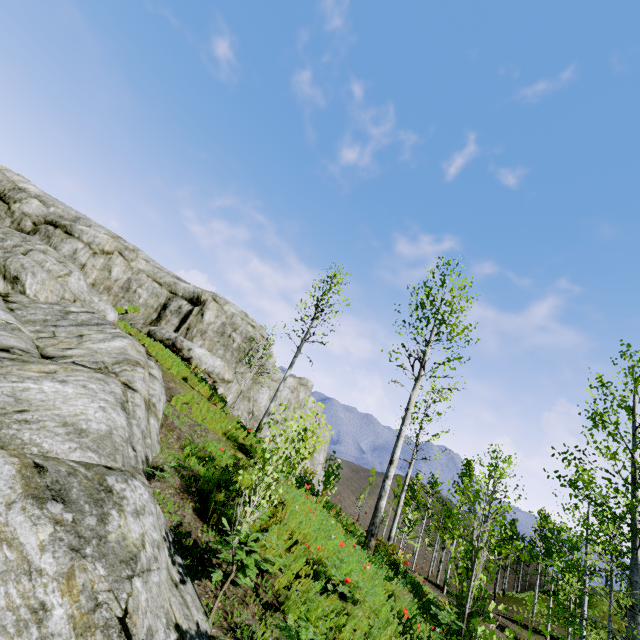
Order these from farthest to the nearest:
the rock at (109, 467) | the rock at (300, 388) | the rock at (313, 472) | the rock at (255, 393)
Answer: the rock at (300, 388), the rock at (255, 393), the rock at (313, 472), the rock at (109, 467)

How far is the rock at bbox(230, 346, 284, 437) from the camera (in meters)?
21.91

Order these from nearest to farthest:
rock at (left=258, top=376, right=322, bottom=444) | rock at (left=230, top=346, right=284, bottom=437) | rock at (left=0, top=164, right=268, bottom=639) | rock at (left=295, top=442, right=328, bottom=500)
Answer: rock at (left=0, top=164, right=268, bottom=639) → rock at (left=295, top=442, right=328, bottom=500) → rock at (left=230, top=346, right=284, bottom=437) → rock at (left=258, top=376, right=322, bottom=444)

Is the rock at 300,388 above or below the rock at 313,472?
above

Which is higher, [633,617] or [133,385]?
[633,617]

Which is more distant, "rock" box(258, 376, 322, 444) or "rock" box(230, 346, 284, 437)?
"rock" box(258, 376, 322, 444)

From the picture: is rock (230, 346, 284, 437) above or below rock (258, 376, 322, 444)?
below
